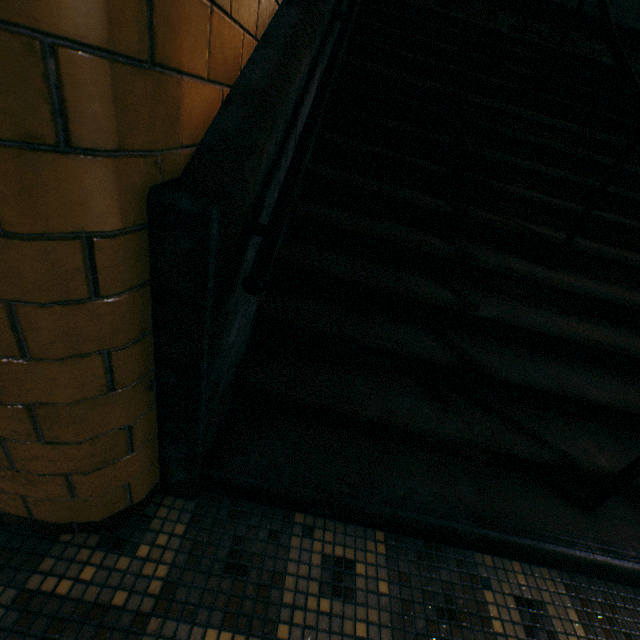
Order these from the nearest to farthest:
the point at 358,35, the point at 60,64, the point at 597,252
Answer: the point at 60,64 < the point at 597,252 < the point at 358,35
